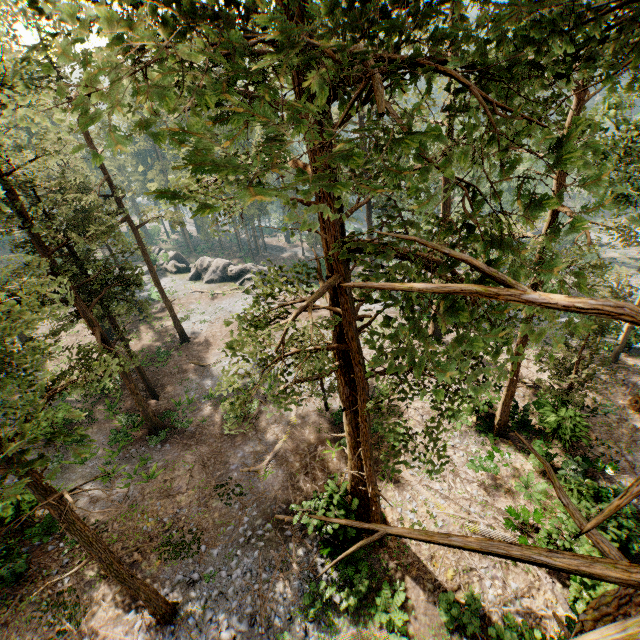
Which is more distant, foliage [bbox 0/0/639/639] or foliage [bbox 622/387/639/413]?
foliage [bbox 622/387/639/413]

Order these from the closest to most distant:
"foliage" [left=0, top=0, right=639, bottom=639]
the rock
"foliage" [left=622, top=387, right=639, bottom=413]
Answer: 1. "foliage" [left=0, top=0, right=639, bottom=639]
2. "foliage" [left=622, top=387, right=639, bottom=413]
3. the rock

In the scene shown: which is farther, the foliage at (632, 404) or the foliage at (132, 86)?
the foliage at (632, 404)

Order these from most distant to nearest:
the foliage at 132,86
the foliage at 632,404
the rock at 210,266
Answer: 1. the rock at 210,266
2. the foliage at 632,404
3. the foliage at 132,86

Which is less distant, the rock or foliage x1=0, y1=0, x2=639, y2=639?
foliage x1=0, y1=0, x2=639, y2=639

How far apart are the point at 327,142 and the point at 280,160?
5.7m

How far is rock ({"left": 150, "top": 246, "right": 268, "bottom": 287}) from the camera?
43.3m
